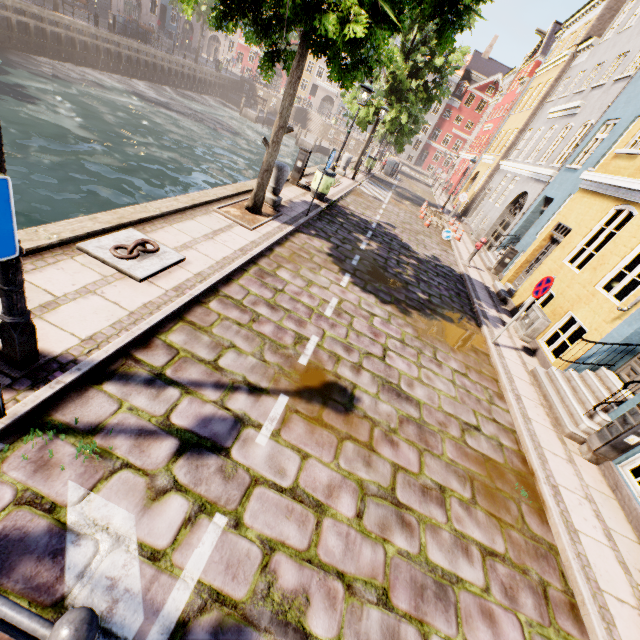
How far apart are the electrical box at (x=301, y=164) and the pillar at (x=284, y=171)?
2.8m

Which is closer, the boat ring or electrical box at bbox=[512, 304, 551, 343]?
the boat ring

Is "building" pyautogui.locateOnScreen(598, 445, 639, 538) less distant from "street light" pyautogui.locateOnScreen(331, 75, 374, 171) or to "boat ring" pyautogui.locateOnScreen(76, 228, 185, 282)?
"boat ring" pyautogui.locateOnScreen(76, 228, 185, 282)

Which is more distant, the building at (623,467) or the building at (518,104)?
the building at (518,104)

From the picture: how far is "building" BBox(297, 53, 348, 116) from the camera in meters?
53.4

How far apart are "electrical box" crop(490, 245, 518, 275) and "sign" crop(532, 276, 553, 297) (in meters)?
7.28

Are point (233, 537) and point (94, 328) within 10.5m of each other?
yes

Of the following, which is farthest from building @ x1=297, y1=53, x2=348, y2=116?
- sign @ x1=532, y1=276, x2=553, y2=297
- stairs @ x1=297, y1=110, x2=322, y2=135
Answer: sign @ x1=532, y1=276, x2=553, y2=297
